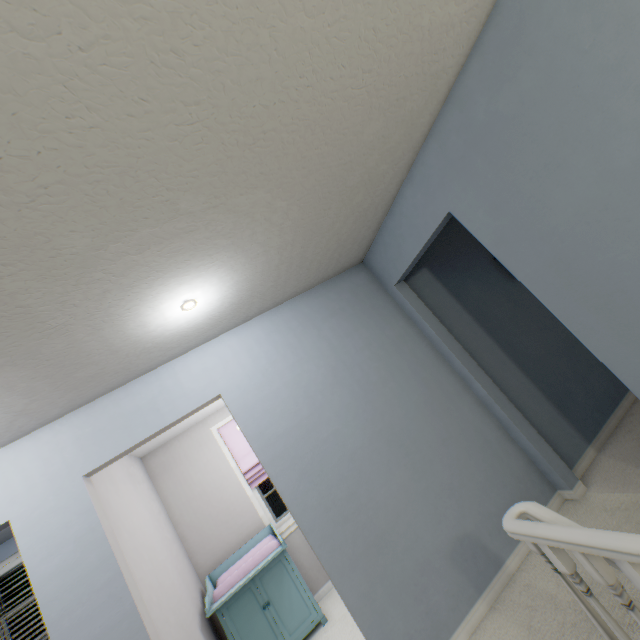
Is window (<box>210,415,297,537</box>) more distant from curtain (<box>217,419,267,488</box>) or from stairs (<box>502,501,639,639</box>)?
stairs (<box>502,501,639,639</box>)

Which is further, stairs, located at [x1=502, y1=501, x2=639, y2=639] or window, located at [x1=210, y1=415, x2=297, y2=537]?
window, located at [x1=210, y1=415, x2=297, y2=537]

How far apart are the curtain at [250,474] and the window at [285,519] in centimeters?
0cm

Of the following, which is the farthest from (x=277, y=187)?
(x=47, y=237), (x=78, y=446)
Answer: (x=78, y=446)

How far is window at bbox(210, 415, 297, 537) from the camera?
3.9 meters

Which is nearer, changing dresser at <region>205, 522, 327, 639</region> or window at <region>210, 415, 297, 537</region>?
changing dresser at <region>205, 522, 327, 639</region>

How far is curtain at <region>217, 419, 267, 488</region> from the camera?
4.1m

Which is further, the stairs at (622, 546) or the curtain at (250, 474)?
the curtain at (250, 474)
